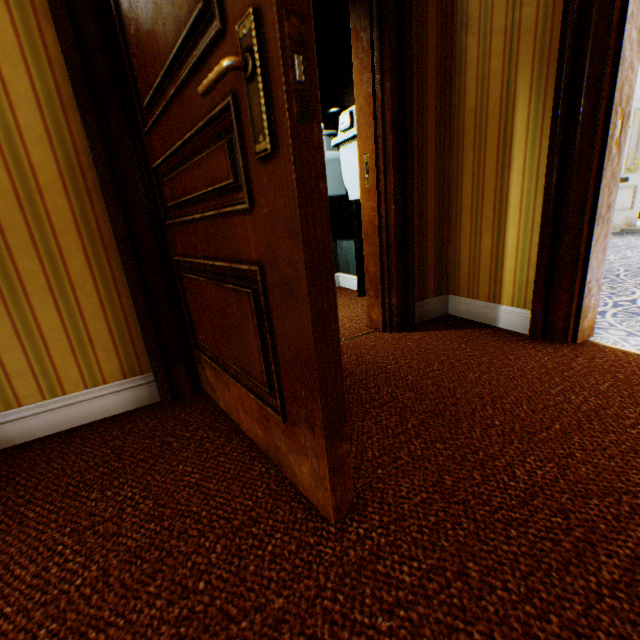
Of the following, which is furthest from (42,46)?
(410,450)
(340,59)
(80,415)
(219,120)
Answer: (340,59)

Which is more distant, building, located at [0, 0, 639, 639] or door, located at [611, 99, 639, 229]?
door, located at [611, 99, 639, 229]

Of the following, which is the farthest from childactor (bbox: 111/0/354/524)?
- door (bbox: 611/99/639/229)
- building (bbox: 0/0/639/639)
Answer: door (bbox: 611/99/639/229)

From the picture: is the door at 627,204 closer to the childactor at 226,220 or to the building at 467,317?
the building at 467,317

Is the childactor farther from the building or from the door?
the door

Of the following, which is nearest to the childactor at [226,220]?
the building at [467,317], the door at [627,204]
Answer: the building at [467,317]
